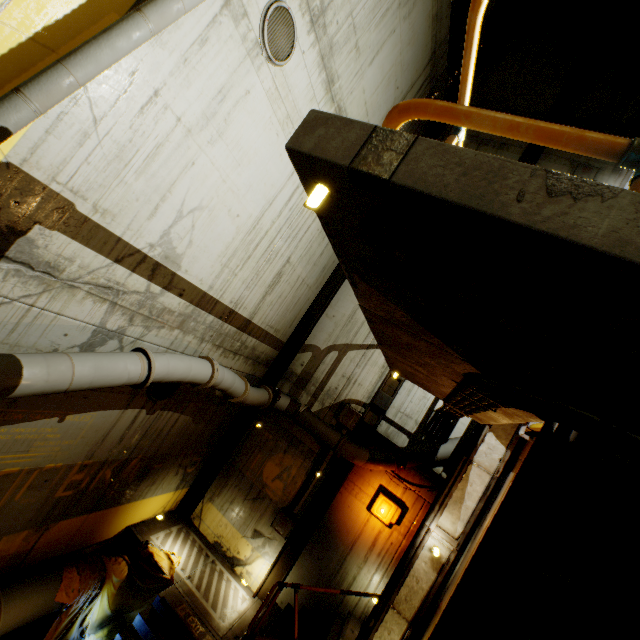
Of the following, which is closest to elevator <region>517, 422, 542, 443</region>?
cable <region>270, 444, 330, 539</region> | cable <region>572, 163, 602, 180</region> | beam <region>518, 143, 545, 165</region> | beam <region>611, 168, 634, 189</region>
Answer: beam <region>611, 168, 634, 189</region>

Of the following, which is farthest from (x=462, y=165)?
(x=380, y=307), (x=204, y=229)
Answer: (x=204, y=229)

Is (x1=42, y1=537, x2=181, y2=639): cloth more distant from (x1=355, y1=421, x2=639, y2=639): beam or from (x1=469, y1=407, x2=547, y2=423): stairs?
(x1=355, y1=421, x2=639, y2=639): beam

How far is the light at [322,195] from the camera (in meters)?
1.49

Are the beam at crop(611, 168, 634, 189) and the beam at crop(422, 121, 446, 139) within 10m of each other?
yes

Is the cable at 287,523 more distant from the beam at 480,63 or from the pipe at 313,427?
the beam at 480,63

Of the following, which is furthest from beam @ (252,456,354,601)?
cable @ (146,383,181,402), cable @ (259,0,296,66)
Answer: cable @ (259,0,296,66)

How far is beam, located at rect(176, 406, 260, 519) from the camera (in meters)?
10.05
